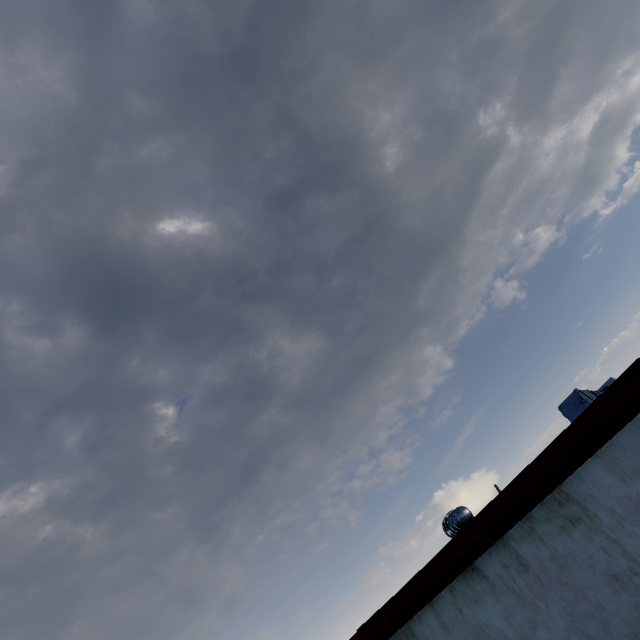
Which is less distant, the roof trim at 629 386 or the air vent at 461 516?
the roof trim at 629 386

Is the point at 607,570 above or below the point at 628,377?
below

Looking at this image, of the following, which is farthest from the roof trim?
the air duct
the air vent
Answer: the air duct

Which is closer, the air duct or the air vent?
the air duct

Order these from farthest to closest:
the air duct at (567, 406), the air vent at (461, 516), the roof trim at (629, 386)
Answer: the air vent at (461, 516)
the air duct at (567, 406)
the roof trim at (629, 386)

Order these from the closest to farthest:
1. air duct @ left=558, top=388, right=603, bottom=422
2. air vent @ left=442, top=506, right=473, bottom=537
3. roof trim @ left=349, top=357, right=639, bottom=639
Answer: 1. roof trim @ left=349, top=357, right=639, bottom=639
2. air duct @ left=558, top=388, right=603, bottom=422
3. air vent @ left=442, top=506, right=473, bottom=537

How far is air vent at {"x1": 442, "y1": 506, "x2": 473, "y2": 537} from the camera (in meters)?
5.61

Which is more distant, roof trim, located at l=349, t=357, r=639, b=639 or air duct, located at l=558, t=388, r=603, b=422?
air duct, located at l=558, t=388, r=603, b=422
